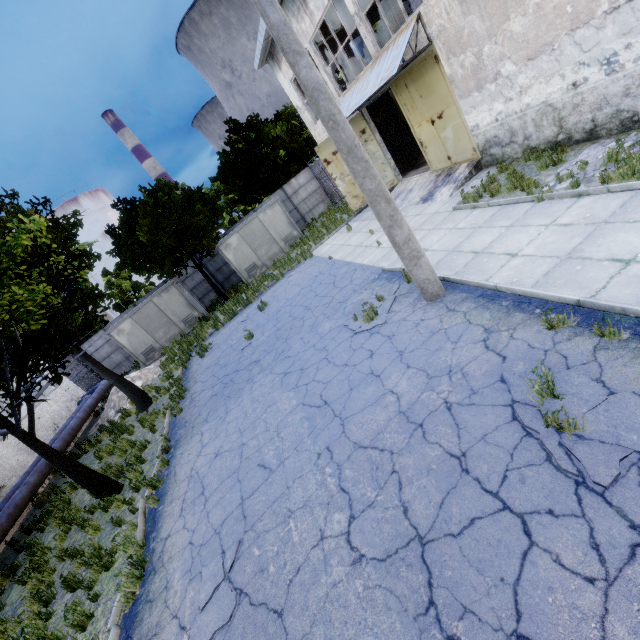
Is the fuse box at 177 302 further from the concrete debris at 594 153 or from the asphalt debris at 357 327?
the concrete debris at 594 153

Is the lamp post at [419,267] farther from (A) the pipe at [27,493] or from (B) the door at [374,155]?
(A) the pipe at [27,493]

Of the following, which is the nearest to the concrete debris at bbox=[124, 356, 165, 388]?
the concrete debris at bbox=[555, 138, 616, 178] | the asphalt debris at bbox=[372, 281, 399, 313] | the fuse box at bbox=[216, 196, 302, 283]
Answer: the fuse box at bbox=[216, 196, 302, 283]

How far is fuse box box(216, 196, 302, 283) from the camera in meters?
21.8

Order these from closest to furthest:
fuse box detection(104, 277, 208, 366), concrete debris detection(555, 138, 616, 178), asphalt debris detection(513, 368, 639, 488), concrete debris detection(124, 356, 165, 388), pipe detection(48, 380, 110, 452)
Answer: asphalt debris detection(513, 368, 639, 488) < concrete debris detection(555, 138, 616, 178) < pipe detection(48, 380, 110, 452) < concrete debris detection(124, 356, 165, 388) < fuse box detection(104, 277, 208, 366)

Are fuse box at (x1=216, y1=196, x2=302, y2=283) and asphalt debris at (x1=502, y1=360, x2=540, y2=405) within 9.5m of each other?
no

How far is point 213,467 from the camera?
7.4 meters

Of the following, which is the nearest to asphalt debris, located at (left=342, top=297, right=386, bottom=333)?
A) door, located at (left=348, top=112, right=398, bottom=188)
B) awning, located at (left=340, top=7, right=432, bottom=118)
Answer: awning, located at (left=340, top=7, right=432, bottom=118)
